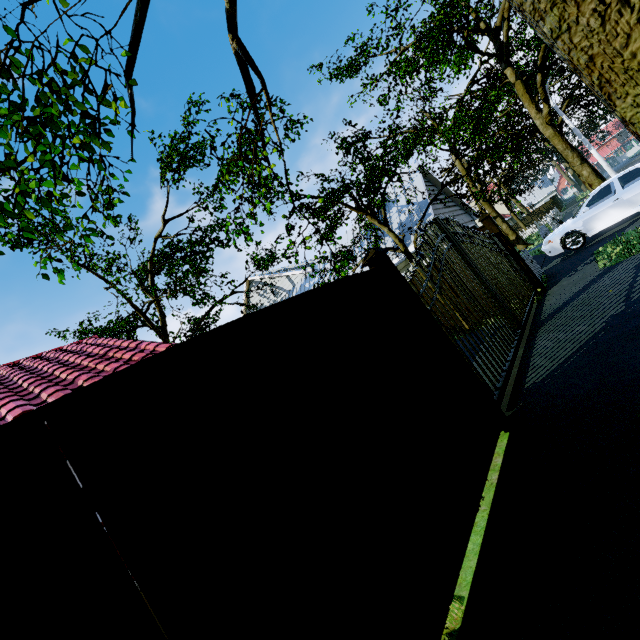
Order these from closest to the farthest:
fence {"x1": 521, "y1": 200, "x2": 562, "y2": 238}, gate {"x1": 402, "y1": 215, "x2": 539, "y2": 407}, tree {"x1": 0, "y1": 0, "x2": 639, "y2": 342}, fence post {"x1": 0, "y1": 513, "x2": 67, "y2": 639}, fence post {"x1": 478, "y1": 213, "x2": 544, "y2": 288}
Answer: fence post {"x1": 0, "y1": 513, "x2": 67, "y2": 639}, tree {"x1": 0, "y1": 0, "x2": 639, "y2": 342}, gate {"x1": 402, "y1": 215, "x2": 539, "y2": 407}, fence post {"x1": 478, "y1": 213, "x2": 544, "y2": 288}, fence {"x1": 521, "y1": 200, "x2": 562, "y2": 238}

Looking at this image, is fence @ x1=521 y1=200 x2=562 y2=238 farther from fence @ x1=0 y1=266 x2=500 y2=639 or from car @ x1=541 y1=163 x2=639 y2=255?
fence @ x1=0 y1=266 x2=500 y2=639

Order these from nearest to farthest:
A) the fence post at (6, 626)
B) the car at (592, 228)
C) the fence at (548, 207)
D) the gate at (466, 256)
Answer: the fence post at (6, 626), the gate at (466, 256), the car at (592, 228), the fence at (548, 207)

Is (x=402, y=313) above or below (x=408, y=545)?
above

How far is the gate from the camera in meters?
4.6 m

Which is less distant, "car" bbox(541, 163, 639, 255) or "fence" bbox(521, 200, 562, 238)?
"car" bbox(541, 163, 639, 255)

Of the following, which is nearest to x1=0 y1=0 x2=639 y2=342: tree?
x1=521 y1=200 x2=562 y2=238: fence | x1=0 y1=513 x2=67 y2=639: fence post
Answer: x1=521 y1=200 x2=562 y2=238: fence

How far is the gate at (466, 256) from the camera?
4.57m
